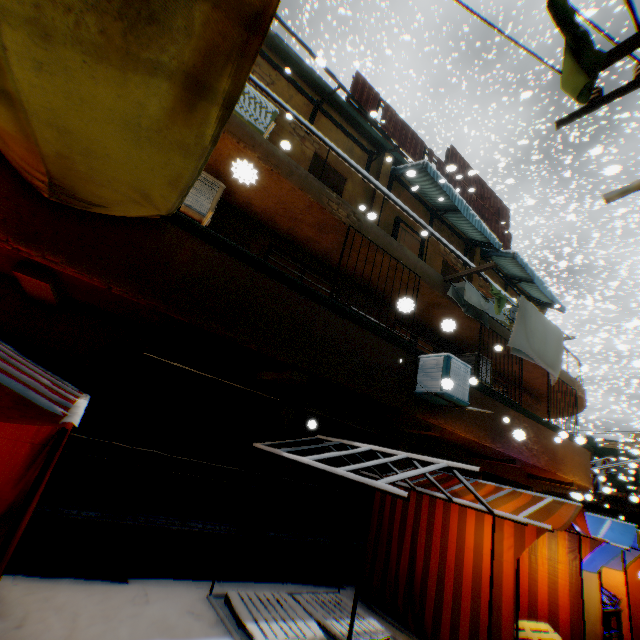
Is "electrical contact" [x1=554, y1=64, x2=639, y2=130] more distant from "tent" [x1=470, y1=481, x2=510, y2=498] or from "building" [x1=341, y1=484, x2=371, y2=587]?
"tent" [x1=470, y1=481, x2=510, y2=498]

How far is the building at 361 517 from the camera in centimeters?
662cm

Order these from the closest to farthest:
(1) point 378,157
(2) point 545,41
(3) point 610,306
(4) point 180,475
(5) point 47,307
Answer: (5) point 47,307, (4) point 180,475, (1) point 378,157, (3) point 610,306, (2) point 545,41

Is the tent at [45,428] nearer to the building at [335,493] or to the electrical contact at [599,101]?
the building at [335,493]

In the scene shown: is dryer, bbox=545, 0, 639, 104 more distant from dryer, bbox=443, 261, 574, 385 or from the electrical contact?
dryer, bbox=443, 261, 574, 385

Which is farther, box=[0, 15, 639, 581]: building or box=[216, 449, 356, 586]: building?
box=[216, 449, 356, 586]: building

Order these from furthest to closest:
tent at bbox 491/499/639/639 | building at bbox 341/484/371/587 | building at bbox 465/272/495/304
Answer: building at bbox 465/272/495/304 < building at bbox 341/484/371/587 < tent at bbox 491/499/639/639

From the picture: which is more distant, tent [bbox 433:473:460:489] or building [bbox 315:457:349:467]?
building [bbox 315:457:349:467]
